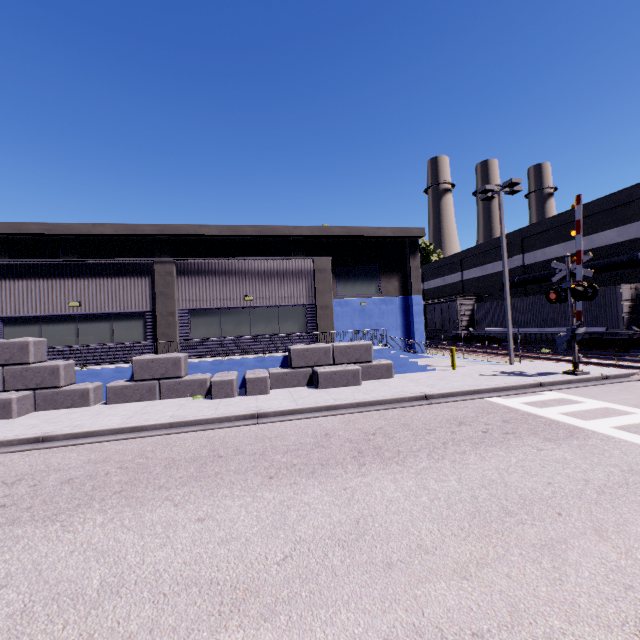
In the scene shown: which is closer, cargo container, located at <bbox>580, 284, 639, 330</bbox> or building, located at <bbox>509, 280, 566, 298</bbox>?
cargo container, located at <bbox>580, 284, 639, 330</bbox>

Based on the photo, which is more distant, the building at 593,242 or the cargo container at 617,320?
the building at 593,242

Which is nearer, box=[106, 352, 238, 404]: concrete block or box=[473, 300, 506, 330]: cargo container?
box=[106, 352, 238, 404]: concrete block

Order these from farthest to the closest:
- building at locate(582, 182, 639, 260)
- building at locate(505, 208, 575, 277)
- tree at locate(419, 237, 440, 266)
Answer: tree at locate(419, 237, 440, 266) < building at locate(505, 208, 575, 277) < building at locate(582, 182, 639, 260)

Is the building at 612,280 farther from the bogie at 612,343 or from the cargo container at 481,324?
the bogie at 612,343

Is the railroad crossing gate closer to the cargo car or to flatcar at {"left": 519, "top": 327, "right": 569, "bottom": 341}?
flatcar at {"left": 519, "top": 327, "right": 569, "bottom": 341}

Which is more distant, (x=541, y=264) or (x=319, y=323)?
(x=541, y=264)

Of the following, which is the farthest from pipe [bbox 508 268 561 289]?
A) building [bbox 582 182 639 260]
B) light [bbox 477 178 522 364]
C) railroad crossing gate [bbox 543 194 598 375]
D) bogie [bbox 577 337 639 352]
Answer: railroad crossing gate [bbox 543 194 598 375]
